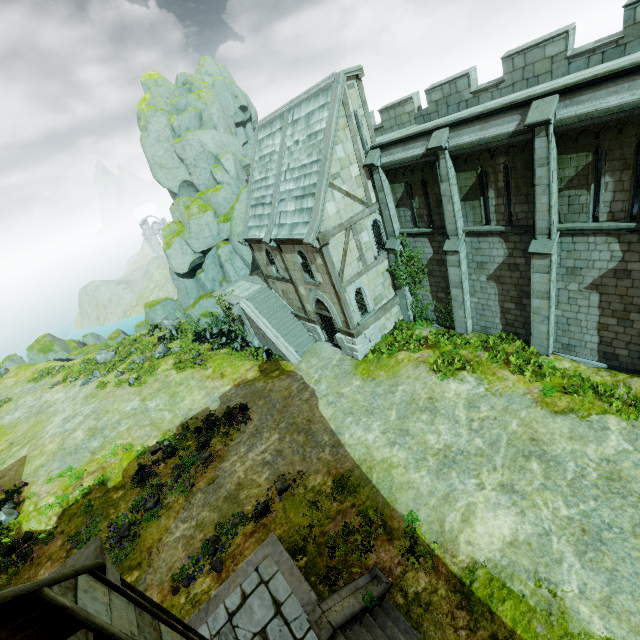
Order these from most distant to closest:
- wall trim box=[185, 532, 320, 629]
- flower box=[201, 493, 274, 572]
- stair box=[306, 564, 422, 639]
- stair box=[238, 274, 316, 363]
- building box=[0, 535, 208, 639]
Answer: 1. stair box=[238, 274, 316, 363]
2. flower box=[201, 493, 274, 572]
3. wall trim box=[185, 532, 320, 629]
4. stair box=[306, 564, 422, 639]
5. building box=[0, 535, 208, 639]

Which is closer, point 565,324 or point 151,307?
point 565,324

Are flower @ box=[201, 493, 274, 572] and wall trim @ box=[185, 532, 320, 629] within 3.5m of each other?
yes

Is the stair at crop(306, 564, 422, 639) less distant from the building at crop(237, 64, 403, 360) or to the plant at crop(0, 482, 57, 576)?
the building at crop(237, 64, 403, 360)

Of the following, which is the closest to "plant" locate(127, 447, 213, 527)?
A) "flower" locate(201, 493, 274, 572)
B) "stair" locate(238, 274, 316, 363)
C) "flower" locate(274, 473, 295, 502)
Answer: "flower" locate(201, 493, 274, 572)

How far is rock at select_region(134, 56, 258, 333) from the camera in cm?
2662

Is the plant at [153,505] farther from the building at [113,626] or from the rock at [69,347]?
the rock at [69,347]

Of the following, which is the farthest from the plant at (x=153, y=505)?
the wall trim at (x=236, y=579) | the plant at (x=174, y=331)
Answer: the plant at (x=174, y=331)
